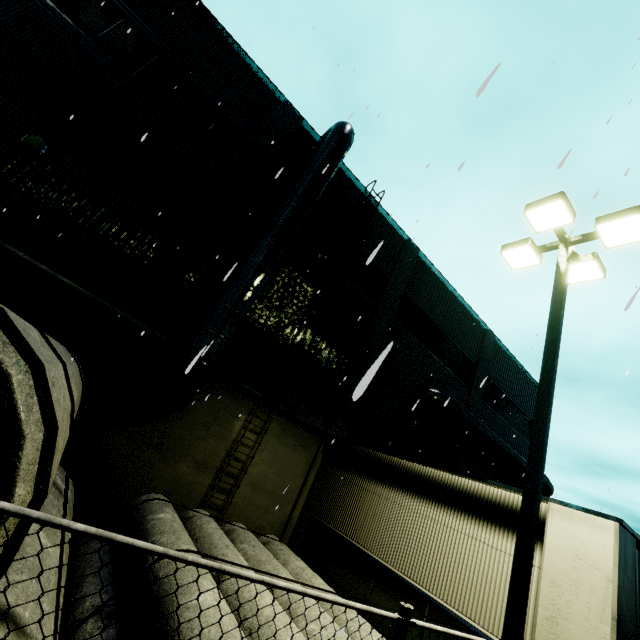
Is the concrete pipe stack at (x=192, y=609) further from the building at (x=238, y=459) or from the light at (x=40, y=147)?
the light at (x=40, y=147)

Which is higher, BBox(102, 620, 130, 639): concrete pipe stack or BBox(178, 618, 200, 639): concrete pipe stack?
BBox(178, 618, 200, 639): concrete pipe stack

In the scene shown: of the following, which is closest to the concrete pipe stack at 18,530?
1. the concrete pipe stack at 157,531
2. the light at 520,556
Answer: the concrete pipe stack at 157,531

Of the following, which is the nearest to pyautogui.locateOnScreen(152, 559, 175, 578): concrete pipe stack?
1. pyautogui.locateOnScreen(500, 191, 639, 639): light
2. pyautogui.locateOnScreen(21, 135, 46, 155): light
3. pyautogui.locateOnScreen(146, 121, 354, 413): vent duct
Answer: pyautogui.locateOnScreen(500, 191, 639, 639): light

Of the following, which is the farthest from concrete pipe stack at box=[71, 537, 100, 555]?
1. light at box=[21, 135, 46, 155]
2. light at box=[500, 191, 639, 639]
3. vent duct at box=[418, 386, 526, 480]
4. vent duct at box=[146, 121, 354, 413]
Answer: light at box=[21, 135, 46, 155]

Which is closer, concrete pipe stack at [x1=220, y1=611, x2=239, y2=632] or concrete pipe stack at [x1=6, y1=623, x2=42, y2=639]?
concrete pipe stack at [x1=6, y1=623, x2=42, y2=639]

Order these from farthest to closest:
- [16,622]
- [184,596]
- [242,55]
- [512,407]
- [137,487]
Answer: [512,407], [242,55], [137,487], [184,596], [16,622]

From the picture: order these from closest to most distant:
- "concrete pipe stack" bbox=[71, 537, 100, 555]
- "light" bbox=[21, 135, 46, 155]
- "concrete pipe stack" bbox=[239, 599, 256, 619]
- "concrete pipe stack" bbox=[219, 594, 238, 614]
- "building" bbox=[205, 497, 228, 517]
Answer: "concrete pipe stack" bbox=[219, 594, 238, 614] < "concrete pipe stack" bbox=[239, 599, 256, 619] < "concrete pipe stack" bbox=[71, 537, 100, 555] < "light" bbox=[21, 135, 46, 155] < "building" bbox=[205, 497, 228, 517]
